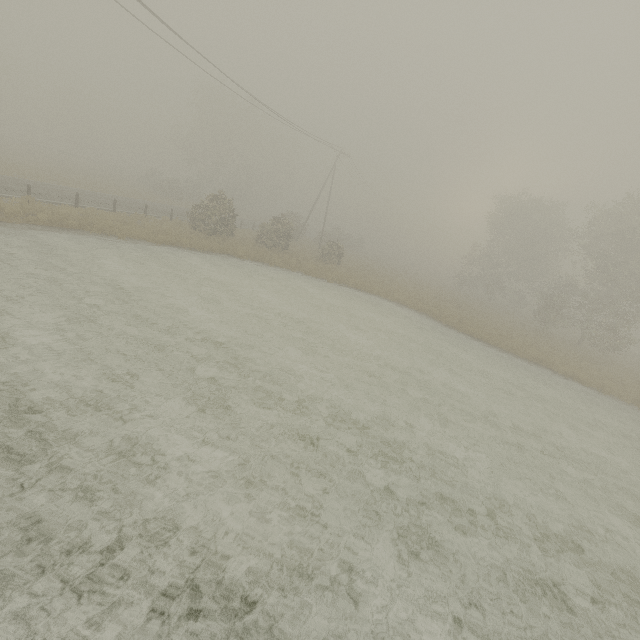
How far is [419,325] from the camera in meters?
21.7
